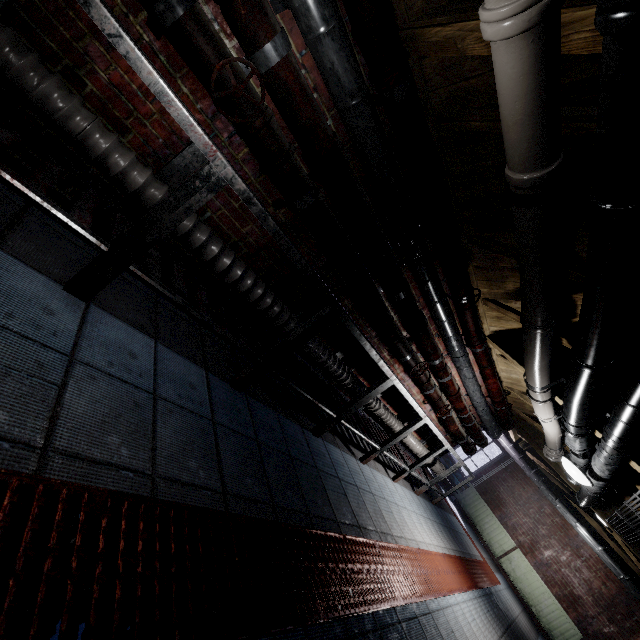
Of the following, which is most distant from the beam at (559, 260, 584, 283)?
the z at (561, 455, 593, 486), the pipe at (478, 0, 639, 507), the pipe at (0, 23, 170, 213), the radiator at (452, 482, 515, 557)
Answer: the radiator at (452, 482, 515, 557)

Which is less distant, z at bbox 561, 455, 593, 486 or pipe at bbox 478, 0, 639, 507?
pipe at bbox 478, 0, 639, 507

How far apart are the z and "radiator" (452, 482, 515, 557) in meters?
5.6 m

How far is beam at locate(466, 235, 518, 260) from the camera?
2.44m

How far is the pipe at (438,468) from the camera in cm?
511

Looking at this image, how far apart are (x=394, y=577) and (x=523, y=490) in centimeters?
764cm

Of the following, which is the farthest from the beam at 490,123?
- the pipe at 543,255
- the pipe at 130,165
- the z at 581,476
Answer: the pipe at 130,165

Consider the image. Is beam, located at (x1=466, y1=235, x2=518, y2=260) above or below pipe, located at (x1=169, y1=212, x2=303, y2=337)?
above
